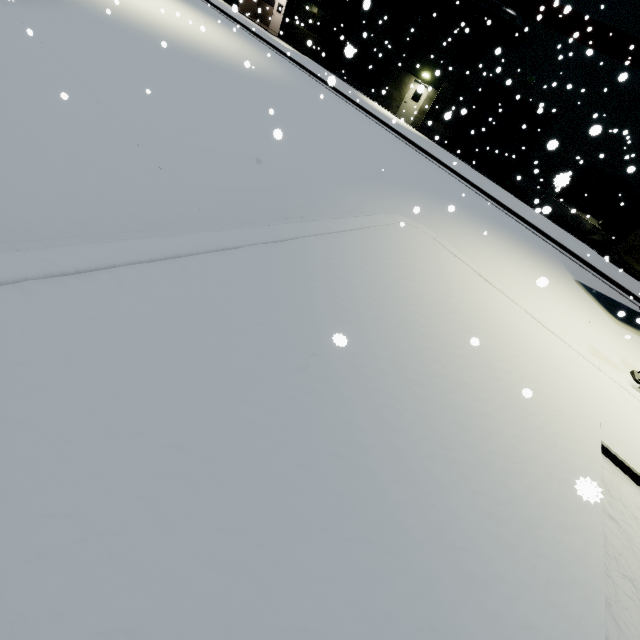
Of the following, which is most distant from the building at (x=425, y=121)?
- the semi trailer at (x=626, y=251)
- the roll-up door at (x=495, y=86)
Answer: the semi trailer at (x=626, y=251)

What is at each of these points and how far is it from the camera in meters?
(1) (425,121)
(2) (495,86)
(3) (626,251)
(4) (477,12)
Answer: (1) building, 23.4 m
(2) roll-up door, 20.8 m
(3) semi trailer, 10.9 m
(4) vent duct, 19.0 m

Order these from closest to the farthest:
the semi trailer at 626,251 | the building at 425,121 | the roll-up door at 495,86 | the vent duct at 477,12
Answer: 1. the semi trailer at 626,251
2. the building at 425,121
3. the vent duct at 477,12
4. the roll-up door at 495,86

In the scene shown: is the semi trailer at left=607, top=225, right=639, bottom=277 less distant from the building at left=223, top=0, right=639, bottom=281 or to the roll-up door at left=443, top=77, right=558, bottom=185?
the building at left=223, top=0, right=639, bottom=281

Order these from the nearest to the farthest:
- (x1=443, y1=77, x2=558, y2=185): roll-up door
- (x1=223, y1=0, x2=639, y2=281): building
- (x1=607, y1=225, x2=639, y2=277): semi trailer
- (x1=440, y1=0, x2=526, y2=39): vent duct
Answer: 1. (x1=607, y1=225, x2=639, y2=277): semi trailer
2. (x1=223, y1=0, x2=639, y2=281): building
3. (x1=440, y1=0, x2=526, y2=39): vent duct
4. (x1=443, y1=77, x2=558, y2=185): roll-up door

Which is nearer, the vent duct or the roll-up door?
the vent duct

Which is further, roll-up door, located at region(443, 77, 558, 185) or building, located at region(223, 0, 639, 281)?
roll-up door, located at region(443, 77, 558, 185)

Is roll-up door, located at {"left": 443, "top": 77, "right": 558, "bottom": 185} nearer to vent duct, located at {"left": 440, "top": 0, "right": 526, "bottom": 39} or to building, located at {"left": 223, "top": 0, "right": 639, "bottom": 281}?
building, located at {"left": 223, "top": 0, "right": 639, "bottom": 281}
